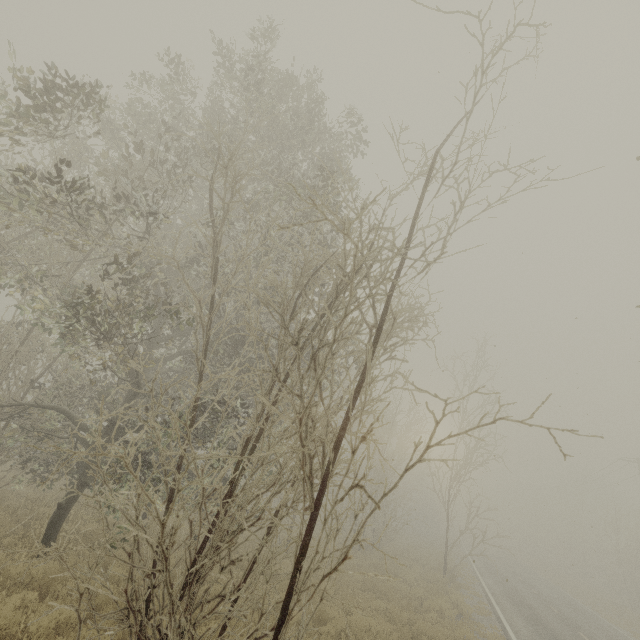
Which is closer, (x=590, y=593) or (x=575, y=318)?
(x=575, y=318)

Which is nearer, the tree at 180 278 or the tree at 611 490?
the tree at 180 278

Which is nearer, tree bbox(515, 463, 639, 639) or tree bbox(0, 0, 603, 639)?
tree bbox(0, 0, 603, 639)
